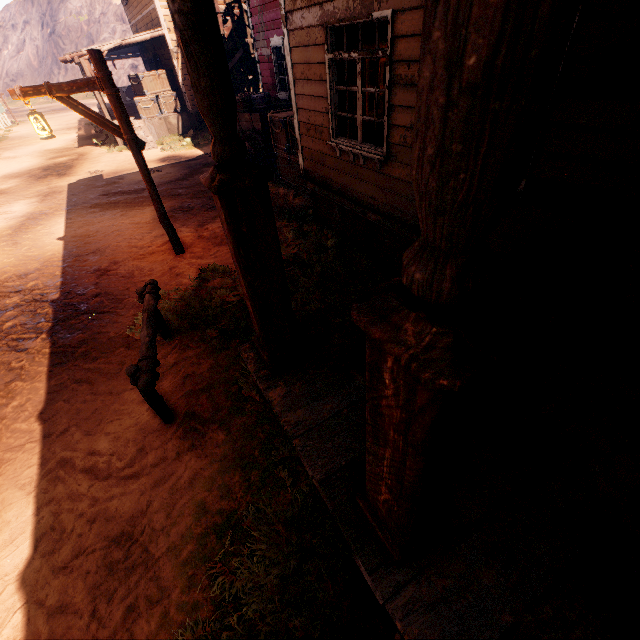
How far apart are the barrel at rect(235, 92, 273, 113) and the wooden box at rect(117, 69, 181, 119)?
7.5m

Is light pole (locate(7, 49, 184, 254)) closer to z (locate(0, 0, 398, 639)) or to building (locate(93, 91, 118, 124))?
z (locate(0, 0, 398, 639))

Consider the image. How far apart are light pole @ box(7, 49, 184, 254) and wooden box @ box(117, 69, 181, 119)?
13.1m

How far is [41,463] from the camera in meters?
3.5

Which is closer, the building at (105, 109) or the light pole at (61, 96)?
the light pole at (61, 96)

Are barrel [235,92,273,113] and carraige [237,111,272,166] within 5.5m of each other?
yes

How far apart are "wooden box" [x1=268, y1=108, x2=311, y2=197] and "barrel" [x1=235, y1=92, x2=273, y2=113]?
2.12m

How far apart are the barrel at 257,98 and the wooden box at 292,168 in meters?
2.1 m
